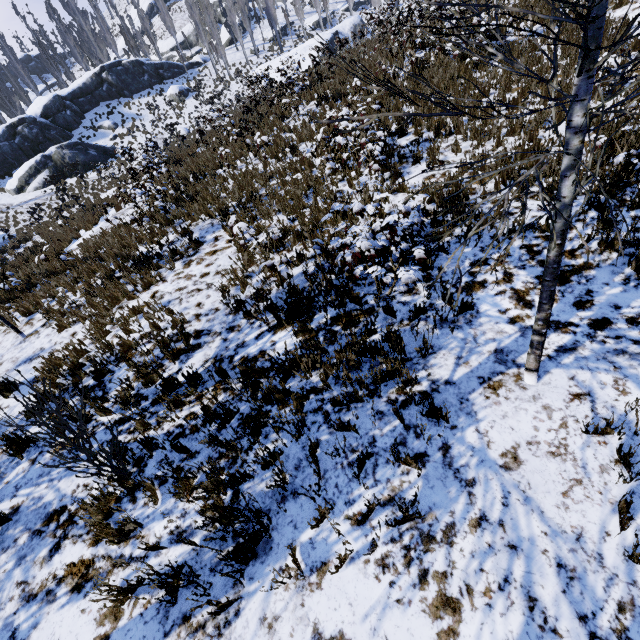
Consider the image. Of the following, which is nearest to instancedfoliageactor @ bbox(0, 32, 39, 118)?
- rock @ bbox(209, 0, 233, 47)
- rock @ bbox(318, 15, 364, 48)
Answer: rock @ bbox(318, 15, 364, 48)

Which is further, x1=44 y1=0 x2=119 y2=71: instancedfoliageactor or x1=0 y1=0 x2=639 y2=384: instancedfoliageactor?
x1=44 y1=0 x2=119 y2=71: instancedfoliageactor

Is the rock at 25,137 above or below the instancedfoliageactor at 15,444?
above

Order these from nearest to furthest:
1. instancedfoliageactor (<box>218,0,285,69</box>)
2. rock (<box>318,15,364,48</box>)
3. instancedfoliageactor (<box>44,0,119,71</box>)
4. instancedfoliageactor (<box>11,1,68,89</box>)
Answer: rock (<box>318,15,364,48</box>) → instancedfoliageactor (<box>11,1,68,89</box>) → instancedfoliageactor (<box>44,0,119,71</box>) → instancedfoliageactor (<box>218,0,285,69</box>)

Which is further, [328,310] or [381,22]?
[381,22]

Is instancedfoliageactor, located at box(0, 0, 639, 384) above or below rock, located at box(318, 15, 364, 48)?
below

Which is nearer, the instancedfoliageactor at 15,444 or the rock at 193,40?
the instancedfoliageactor at 15,444
